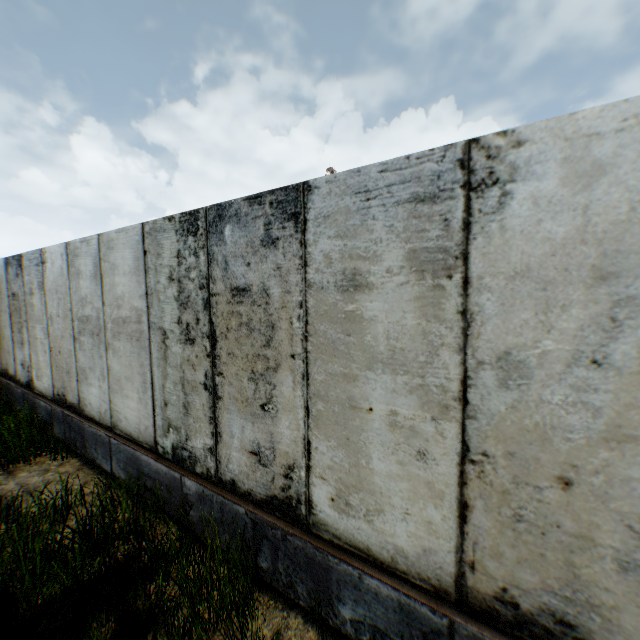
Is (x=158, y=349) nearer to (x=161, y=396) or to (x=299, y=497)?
(x=161, y=396)
